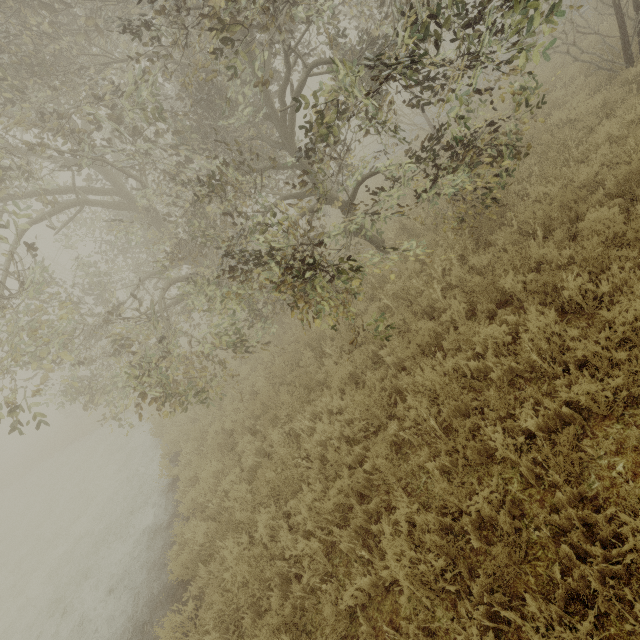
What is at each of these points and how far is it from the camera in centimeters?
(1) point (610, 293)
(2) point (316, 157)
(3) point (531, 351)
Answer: (1) tree, 411cm
(2) tree, 508cm
(3) tree, 414cm

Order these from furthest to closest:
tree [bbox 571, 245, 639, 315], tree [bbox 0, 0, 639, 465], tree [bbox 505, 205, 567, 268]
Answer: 1. tree [bbox 505, 205, 567, 268]
2. tree [bbox 0, 0, 639, 465]
3. tree [bbox 571, 245, 639, 315]

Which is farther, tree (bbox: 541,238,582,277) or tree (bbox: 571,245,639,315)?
tree (bbox: 541,238,582,277)

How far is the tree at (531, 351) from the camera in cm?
383

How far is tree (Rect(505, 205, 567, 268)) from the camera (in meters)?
5.18
